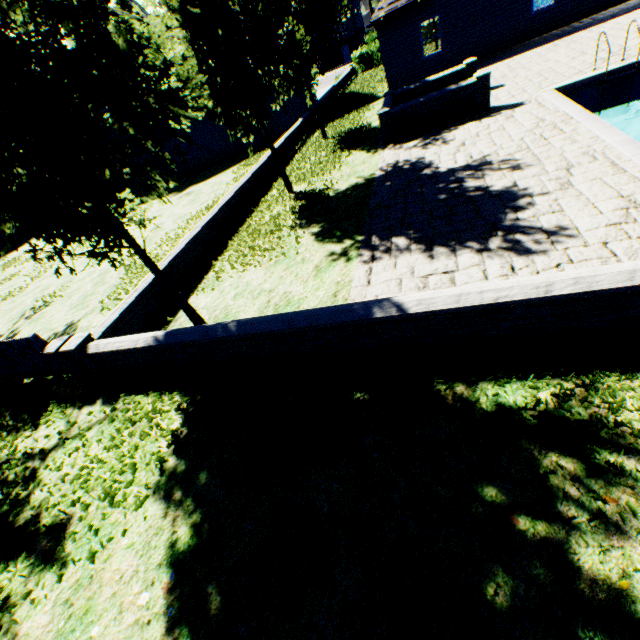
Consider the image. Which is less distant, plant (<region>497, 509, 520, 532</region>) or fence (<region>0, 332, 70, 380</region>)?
plant (<region>497, 509, 520, 532</region>)

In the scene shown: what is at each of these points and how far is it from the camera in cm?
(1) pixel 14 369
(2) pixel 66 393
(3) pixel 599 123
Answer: (1) fence, 781
(2) plant, 678
(3) swimming pool, 712

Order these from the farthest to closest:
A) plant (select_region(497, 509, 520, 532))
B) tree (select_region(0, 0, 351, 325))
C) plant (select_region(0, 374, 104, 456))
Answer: plant (select_region(0, 374, 104, 456)) → tree (select_region(0, 0, 351, 325)) → plant (select_region(497, 509, 520, 532))

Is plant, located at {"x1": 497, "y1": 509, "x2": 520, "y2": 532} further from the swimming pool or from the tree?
the swimming pool

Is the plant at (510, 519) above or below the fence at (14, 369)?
below

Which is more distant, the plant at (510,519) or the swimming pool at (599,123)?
the swimming pool at (599,123)

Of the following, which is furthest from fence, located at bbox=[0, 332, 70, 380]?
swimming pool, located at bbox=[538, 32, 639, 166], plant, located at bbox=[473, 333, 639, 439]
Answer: swimming pool, located at bbox=[538, 32, 639, 166]
